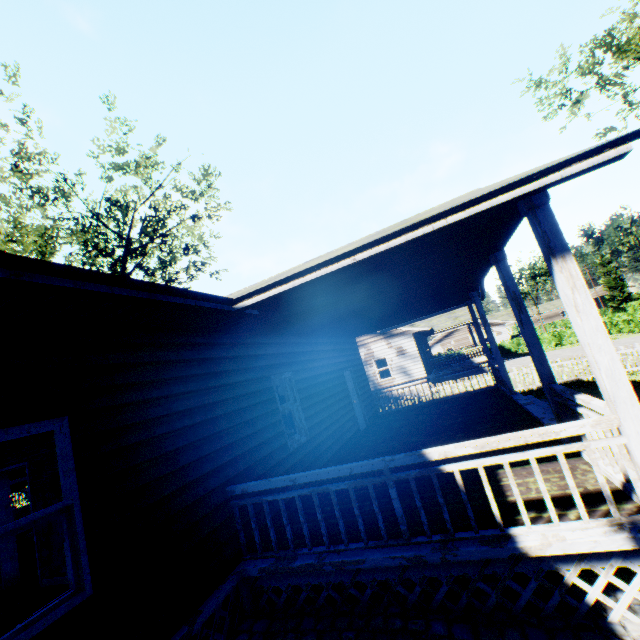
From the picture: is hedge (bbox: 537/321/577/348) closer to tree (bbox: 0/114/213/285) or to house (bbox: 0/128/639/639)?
house (bbox: 0/128/639/639)

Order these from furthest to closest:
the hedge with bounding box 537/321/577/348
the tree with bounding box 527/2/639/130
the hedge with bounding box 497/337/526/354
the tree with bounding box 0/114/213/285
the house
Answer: the hedge with bounding box 497/337/526/354 < the hedge with bounding box 537/321/577/348 < the tree with bounding box 0/114/213/285 < the tree with bounding box 527/2/639/130 < the house

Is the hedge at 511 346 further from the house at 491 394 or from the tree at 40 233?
the tree at 40 233

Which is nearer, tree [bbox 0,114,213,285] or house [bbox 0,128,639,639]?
house [bbox 0,128,639,639]

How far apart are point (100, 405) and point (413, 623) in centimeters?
416cm

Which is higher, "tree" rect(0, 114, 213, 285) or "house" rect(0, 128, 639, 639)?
"tree" rect(0, 114, 213, 285)

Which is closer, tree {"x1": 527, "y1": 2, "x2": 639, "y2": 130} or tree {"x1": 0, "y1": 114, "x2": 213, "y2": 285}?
tree {"x1": 527, "y1": 2, "x2": 639, "y2": 130}
